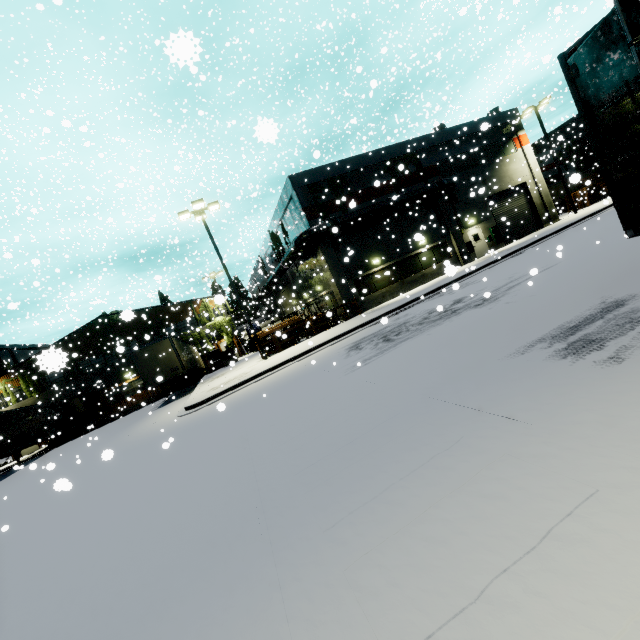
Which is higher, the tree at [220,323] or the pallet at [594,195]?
the tree at [220,323]

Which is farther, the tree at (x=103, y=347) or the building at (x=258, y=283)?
the building at (x=258, y=283)

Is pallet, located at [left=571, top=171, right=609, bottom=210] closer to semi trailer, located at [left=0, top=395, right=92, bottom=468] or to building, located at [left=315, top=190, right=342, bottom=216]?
building, located at [left=315, top=190, right=342, bottom=216]

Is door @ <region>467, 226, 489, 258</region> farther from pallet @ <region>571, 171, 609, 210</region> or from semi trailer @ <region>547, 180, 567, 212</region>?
semi trailer @ <region>547, 180, 567, 212</region>

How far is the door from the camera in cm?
2692

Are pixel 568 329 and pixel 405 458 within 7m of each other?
yes

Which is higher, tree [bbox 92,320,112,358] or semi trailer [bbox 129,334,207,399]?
tree [bbox 92,320,112,358]

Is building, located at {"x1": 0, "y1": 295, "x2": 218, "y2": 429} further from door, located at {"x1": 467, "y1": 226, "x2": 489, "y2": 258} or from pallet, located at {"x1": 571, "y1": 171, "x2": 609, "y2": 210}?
pallet, located at {"x1": 571, "y1": 171, "x2": 609, "y2": 210}
